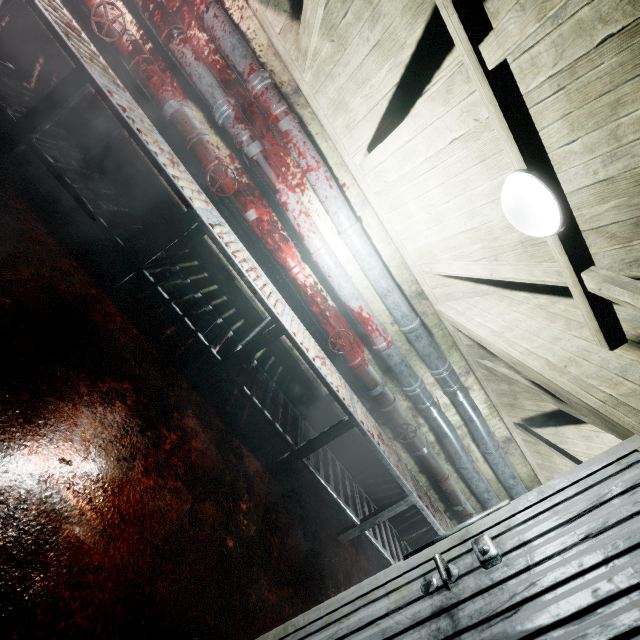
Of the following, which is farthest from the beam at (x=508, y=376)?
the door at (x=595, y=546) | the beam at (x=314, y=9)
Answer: the door at (x=595, y=546)

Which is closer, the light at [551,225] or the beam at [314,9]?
the light at [551,225]

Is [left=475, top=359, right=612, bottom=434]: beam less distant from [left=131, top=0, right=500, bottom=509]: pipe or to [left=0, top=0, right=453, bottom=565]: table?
[left=131, top=0, right=500, bottom=509]: pipe

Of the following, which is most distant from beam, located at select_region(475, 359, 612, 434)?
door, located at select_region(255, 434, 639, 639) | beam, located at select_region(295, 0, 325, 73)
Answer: door, located at select_region(255, 434, 639, 639)

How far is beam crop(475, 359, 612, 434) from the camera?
2.29m

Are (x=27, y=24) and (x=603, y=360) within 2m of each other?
no

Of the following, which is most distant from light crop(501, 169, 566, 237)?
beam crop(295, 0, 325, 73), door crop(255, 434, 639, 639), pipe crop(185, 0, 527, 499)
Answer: pipe crop(185, 0, 527, 499)

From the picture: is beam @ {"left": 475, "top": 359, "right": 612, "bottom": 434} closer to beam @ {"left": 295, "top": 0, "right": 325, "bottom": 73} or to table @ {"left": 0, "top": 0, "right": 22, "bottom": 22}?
beam @ {"left": 295, "top": 0, "right": 325, "bottom": 73}
